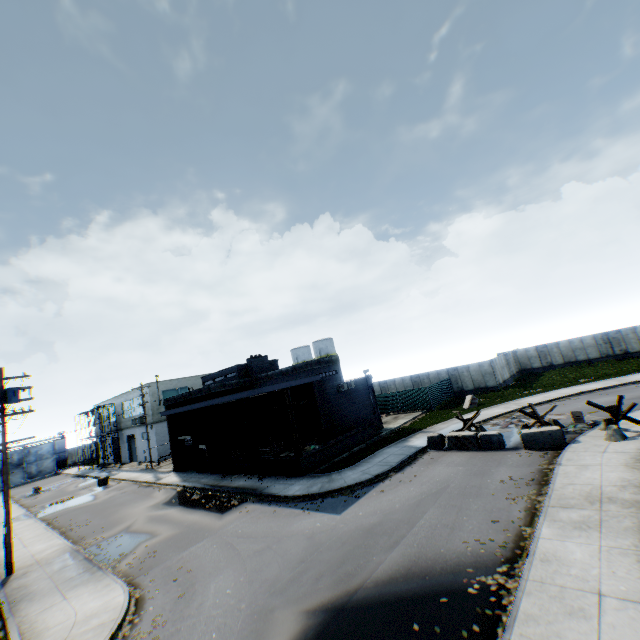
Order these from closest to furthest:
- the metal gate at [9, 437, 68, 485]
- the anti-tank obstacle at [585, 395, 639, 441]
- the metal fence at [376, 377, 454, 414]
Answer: the anti-tank obstacle at [585, 395, 639, 441] < the metal fence at [376, 377, 454, 414] < the metal gate at [9, 437, 68, 485]

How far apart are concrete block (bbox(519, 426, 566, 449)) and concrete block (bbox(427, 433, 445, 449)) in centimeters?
436cm

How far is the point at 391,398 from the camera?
36.0m

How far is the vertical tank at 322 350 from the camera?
59.0m

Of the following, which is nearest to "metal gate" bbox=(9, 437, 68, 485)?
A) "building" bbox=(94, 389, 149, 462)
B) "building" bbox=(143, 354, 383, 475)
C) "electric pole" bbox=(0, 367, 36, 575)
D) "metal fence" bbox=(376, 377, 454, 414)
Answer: "building" bbox=(94, 389, 149, 462)

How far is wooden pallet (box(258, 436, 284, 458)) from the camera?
22.6 meters

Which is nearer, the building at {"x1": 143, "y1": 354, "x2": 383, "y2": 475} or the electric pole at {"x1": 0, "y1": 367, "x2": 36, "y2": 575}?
the electric pole at {"x1": 0, "y1": 367, "x2": 36, "y2": 575}

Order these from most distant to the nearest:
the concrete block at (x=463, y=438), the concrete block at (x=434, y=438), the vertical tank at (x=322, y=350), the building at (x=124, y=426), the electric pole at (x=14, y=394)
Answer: the vertical tank at (x=322, y=350) → the building at (x=124, y=426) → the concrete block at (x=434, y=438) → the concrete block at (x=463, y=438) → the electric pole at (x=14, y=394)
